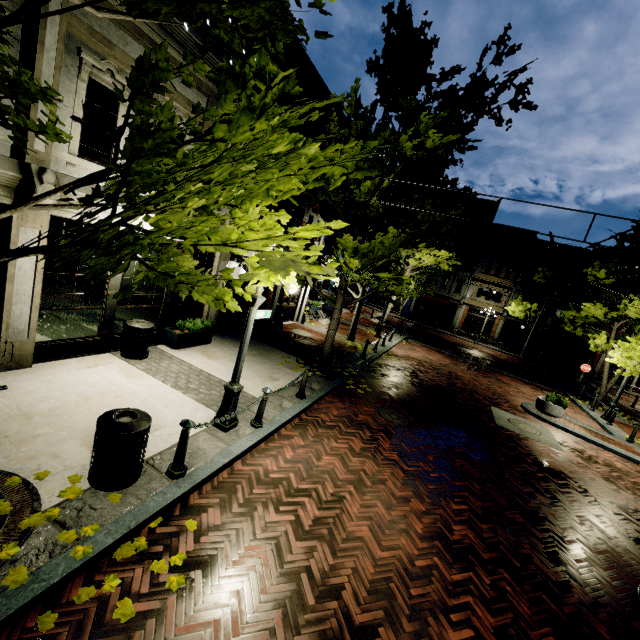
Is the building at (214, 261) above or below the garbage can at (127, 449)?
above

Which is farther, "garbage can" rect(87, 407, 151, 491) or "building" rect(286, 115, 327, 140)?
"building" rect(286, 115, 327, 140)

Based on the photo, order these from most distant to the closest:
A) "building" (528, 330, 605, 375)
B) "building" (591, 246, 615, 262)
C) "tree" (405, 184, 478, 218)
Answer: "building" (528, 330, 605, 375)
"building" (591, 246, 615, 262)
"tree" (405, 184, 478, 218)

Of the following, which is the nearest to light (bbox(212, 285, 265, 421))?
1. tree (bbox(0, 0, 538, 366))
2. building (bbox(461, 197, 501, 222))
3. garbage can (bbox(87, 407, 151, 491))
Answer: tree (bbox(0, 0, 538, 366))

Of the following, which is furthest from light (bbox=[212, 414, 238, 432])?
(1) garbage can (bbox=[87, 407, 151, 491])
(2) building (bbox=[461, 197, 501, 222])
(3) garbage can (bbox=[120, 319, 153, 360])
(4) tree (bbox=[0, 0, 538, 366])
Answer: (2) building (bbox=[461, 197, 501, 222])

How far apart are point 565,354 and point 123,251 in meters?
40.3 m

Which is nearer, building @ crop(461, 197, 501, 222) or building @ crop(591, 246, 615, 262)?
building @ crop(591, 246, 615, 262)

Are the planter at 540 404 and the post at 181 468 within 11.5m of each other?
no
